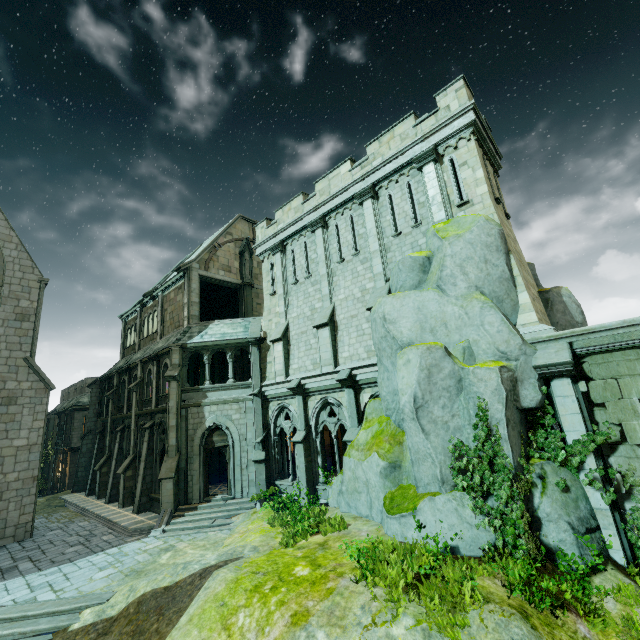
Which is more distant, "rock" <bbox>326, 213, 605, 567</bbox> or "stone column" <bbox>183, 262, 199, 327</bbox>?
"stone column" <bbox>183, 262, 199, 327</bbox>

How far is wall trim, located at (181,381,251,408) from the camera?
18.2 meters

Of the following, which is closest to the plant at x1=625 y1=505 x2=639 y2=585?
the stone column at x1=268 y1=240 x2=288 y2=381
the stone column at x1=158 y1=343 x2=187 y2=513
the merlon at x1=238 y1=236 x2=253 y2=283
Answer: the stone column at x1=268 y1=240 x2=288 y2=381

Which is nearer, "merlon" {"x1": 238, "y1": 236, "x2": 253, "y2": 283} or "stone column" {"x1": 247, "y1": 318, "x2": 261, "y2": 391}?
"stone column" {"x1": 247, "y1": 318, "x2": 261, "y2": 391}

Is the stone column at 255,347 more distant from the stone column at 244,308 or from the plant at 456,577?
the plant at 456,577

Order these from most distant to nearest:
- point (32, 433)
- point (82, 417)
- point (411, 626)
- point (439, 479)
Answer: point (82, 417) < point (32, 433) < point (439, 479) < point (411, 626)

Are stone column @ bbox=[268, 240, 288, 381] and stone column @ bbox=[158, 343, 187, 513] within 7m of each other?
yes

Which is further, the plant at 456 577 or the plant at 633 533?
the plant at 633 533
